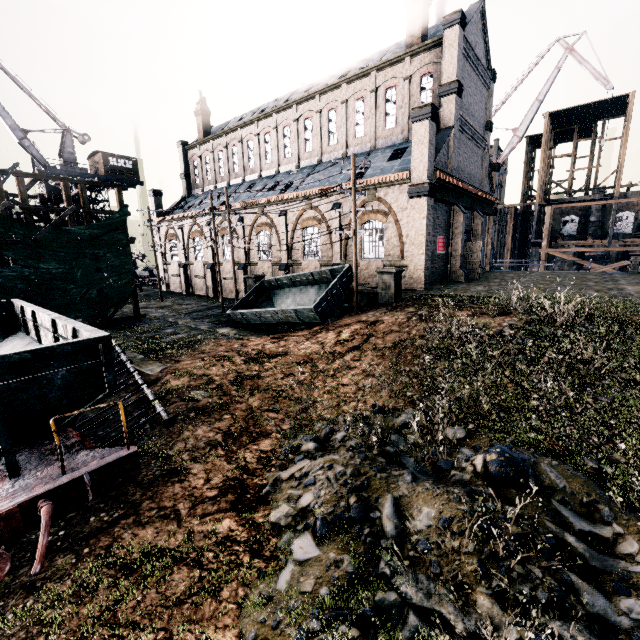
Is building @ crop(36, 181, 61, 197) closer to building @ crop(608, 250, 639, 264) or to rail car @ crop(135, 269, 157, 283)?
rail car @ crop(135, 269, 157, 283)

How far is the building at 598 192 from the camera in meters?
44.8 m

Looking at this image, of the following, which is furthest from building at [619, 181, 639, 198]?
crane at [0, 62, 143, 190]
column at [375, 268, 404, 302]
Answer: crane at [0, 62, 143, 190]

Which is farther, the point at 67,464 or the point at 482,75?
the point at 482,75

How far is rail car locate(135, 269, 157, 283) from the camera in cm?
5423

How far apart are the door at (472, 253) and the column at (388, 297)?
12.6m

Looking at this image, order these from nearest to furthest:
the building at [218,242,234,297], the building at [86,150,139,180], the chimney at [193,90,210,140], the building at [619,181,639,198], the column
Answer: the column, the building at [218,242,234,297], the building at [86,150,139,180], the chimney at [193,90,210,140], the building at [619,181,639,198]

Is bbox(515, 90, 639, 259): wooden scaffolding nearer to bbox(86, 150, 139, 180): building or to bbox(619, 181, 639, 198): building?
bbox(619, 181, 639, 198): building
